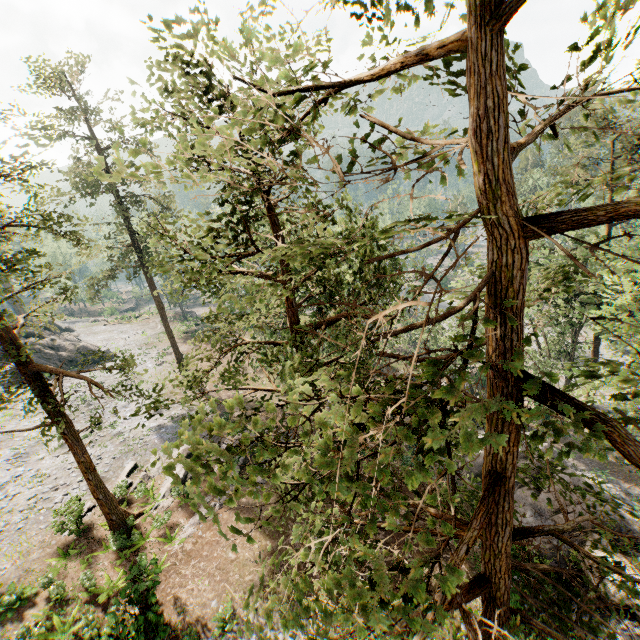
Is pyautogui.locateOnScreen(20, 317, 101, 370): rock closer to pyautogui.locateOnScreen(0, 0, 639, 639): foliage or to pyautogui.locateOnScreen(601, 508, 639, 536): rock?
pyautogui.locateOnScreen(0, 0, 639, 639): foliage

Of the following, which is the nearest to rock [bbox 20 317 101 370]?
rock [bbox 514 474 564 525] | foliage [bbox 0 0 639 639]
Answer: foliage [bbox 0 0 639 639]

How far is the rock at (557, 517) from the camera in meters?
18.4

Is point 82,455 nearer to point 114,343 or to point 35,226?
point 35,226

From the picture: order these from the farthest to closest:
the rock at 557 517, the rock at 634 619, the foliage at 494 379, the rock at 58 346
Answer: the rock at 58 346
the rock at 557 517
the rock at 634 619
the foliage at 494 379

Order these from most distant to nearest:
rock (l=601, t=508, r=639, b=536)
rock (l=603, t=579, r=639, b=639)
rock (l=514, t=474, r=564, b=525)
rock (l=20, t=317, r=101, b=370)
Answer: rock (l=20, t=317, r=101, b=370)
rock (l=514, t=474, r=564, b=525)
rock (l=601, t=508, r=639, b=536)
rock (l=603, t=579, r=639, b=639)

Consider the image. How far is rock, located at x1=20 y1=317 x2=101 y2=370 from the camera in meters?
36.1

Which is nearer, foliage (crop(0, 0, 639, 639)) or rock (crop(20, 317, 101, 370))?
foliage (crop(0, 0, 639, 639))
